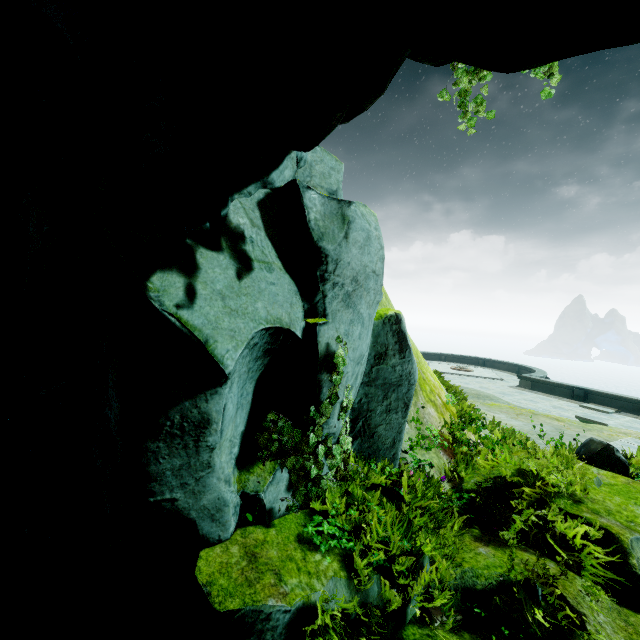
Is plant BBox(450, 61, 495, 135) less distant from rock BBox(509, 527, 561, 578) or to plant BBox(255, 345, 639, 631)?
rock BBox(509, 527, 561, 578)

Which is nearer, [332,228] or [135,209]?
[135,209]

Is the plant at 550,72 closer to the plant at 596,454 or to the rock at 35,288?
the rock at 35,288

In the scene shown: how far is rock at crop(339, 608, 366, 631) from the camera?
3.0 meters

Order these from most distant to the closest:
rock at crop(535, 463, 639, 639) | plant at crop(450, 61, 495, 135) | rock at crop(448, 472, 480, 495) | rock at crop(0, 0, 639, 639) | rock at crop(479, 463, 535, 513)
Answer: rock at crop(448, 472, 480, 495)
rock at crop(479, 463, 535, 513)
plant at crop(450, 61, 495, 135)
rock at crop(535, 463, 639, 639)
rock at crop(0, 0, 639, 639)

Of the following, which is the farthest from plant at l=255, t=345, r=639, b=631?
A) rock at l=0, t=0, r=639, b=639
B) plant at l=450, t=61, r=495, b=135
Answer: plant at l=450, t=61, r=495, b=135

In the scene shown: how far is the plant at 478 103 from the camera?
4.1m
